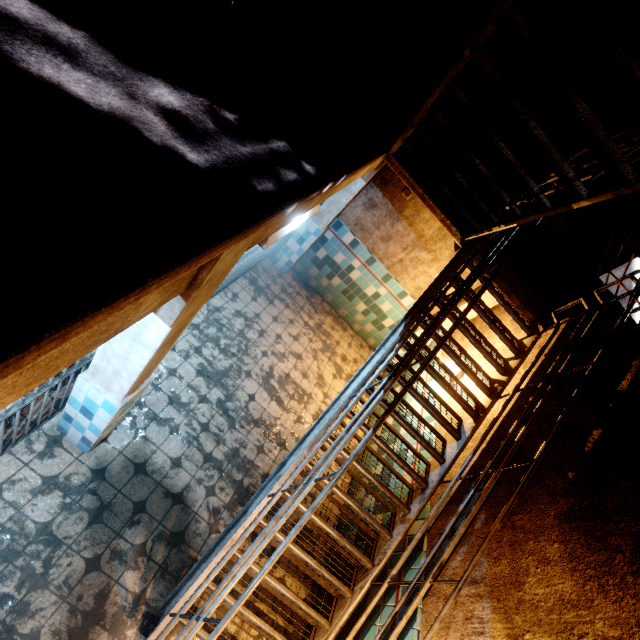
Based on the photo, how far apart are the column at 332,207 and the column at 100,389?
3.9 meters

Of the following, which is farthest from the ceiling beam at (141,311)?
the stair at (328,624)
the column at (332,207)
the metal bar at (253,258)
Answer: the column at (332,207)

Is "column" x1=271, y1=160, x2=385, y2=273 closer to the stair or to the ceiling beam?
the stair

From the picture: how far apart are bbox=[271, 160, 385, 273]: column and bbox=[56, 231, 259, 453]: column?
3.9m

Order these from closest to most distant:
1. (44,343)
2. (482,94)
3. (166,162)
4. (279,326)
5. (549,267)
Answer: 1. (44,343)
2. (166,162)
3. (482,94)
4. (549,267)
5. (279,326)

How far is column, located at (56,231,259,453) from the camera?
1.5m

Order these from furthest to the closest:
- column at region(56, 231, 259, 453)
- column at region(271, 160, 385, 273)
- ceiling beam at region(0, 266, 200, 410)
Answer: column at region(271, 160, 385, 273)
column at region(56, 231, 259, 453)
ceiling beam at region(0, 266, 200, 410)

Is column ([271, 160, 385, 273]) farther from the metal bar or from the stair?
the stair
